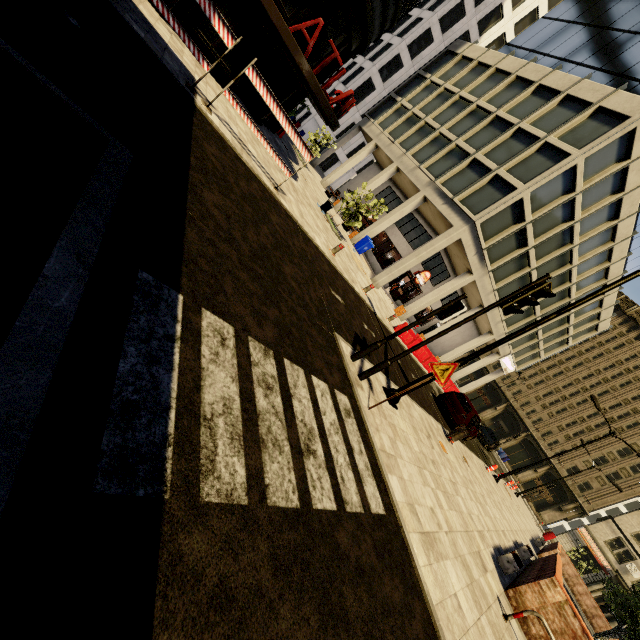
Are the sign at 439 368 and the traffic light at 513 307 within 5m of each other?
yes

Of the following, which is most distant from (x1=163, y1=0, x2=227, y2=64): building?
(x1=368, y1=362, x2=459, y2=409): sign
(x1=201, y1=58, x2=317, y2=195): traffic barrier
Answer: (x1=368, y1=362, x2=459, y2=409): sign

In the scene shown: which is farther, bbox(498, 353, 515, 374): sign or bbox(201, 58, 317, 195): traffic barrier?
bbox(498, 353, 515, 374): sign

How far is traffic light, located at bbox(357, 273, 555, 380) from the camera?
5.61m

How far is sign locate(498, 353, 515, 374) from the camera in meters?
33.5 m

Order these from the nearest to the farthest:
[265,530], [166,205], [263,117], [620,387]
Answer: [265,530] → [166,205] → [263,117] → [620,387]

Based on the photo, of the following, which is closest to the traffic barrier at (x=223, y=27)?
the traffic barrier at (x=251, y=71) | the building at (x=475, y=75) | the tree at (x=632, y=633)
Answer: the traffic barrier at (x=251, y=71)

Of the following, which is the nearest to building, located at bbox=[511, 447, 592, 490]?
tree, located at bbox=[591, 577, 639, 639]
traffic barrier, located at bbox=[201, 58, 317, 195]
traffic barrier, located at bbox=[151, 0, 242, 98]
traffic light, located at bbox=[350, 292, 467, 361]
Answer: tree, located at bbox=[591, 577, 639, 639]
